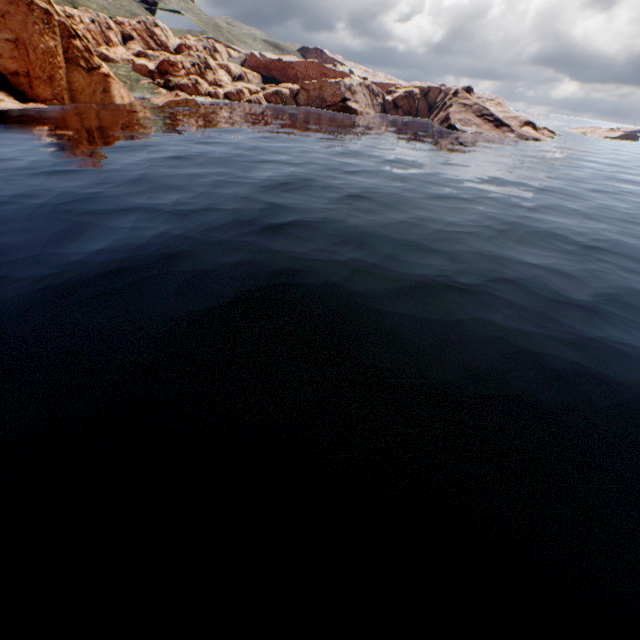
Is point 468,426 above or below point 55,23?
below
